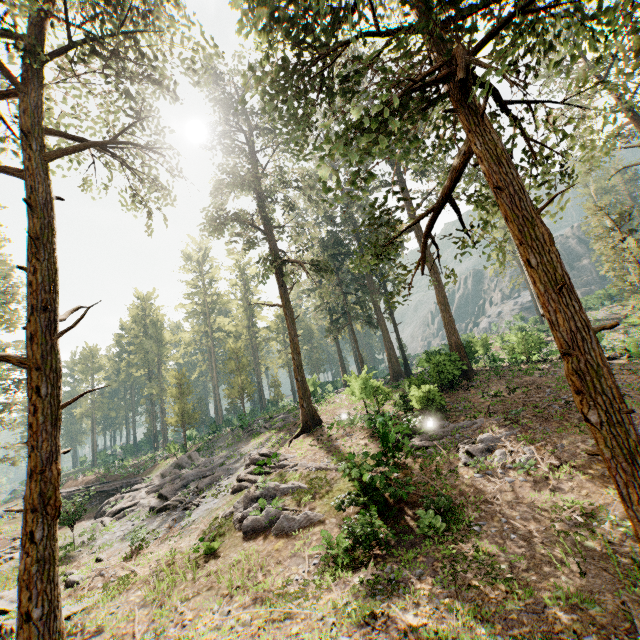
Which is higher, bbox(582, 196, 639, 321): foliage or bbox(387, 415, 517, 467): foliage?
bbox(582, 196, 639, 321): foliage

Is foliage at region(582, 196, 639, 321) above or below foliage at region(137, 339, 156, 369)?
below

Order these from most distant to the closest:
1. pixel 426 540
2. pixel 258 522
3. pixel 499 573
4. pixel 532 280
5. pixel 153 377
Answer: pixel 153 377, pixel 258 522, pixel 426 540, pixel 499 573, pixel 532 280

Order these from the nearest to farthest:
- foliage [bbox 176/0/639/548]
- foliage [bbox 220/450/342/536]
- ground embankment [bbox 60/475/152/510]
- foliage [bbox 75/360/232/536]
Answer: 1. foliage [bbox 176/0/639/548]
2. foliage [bbox 220/450/342/536]
3. ground embankment [bbox 60/475/152/510]
4. foliage [bbox 75/360/232/536]

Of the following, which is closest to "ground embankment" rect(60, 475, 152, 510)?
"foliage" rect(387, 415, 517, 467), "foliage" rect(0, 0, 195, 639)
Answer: "foliage" rect(0, 0, 195, 639)

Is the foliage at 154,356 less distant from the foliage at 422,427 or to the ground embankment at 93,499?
the ground embankment at 93,499

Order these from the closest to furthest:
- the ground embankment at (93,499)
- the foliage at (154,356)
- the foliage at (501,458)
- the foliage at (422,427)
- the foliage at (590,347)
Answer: the foliage at (590,347) → the foliage at (501,458) → the foliage at (422,427) → the ground embankment at (93,499) → the foliage at (154,356)
